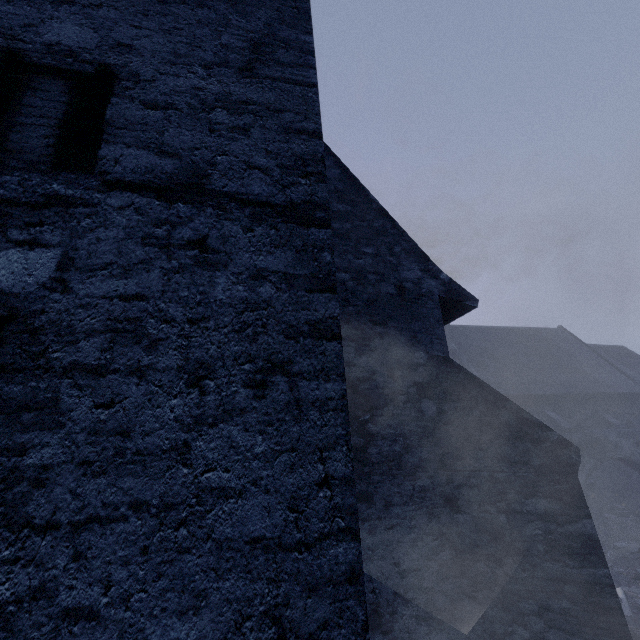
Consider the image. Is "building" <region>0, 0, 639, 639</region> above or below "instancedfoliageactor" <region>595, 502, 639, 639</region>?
above

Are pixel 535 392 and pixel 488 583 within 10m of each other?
no

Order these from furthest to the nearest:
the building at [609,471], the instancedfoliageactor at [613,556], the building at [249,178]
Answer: the building at [609,471], the instancedfoliageactor at [613,556], the building at [249,178]

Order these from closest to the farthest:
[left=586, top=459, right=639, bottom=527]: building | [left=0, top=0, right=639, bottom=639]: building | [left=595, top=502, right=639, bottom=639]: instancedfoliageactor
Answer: [left=0, top=0, right=639, bottom=639]: building < [left=595, top=502, right=639, bottom=639]: instancedfoliageactor < [left=586, top=459, right=639, bottom=527]: building

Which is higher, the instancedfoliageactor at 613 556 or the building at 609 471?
the building at 609 471

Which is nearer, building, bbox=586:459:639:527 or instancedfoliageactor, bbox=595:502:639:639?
instancedfoliageactor, bbox=595:502:639:639

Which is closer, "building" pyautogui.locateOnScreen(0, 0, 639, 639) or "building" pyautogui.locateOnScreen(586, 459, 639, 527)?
"building" pyautogui.locateOnScreen(0, 0, 639, 639)
